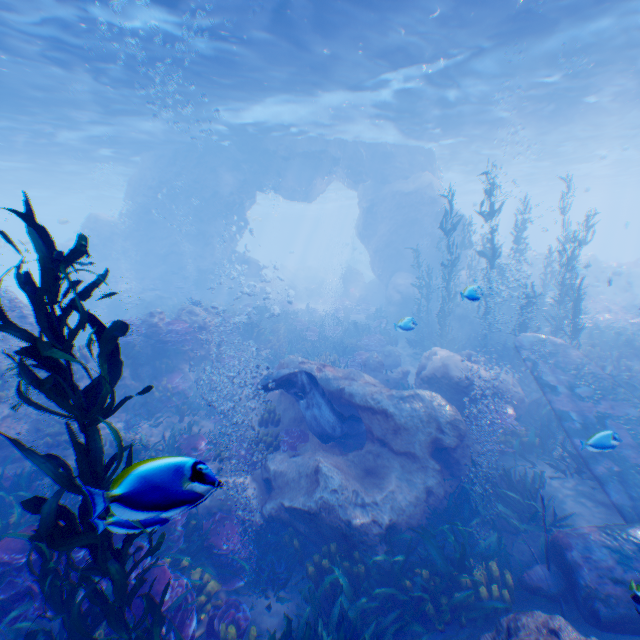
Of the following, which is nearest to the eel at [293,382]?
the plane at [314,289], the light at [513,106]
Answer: the light at [513,106]

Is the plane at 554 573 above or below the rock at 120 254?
below

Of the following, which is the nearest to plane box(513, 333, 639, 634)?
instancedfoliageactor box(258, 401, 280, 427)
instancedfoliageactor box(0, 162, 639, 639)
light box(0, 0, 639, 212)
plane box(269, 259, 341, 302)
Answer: instancedfoliageactor box(0, 162, 639, 639)

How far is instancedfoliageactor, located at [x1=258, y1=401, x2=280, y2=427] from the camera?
9.3m

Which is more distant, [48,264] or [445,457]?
[445,457]

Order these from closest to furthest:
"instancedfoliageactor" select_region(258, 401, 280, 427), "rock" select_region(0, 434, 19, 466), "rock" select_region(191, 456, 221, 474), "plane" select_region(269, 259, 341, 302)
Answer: "rock" select_region(191, 456, 221, 474)
"rock" select_region(0, 434, 19, 466)
"instancedfoliageactor" select_region(258, 401, 280, 427)
"plane" select_region(269, 259, 341, 302)

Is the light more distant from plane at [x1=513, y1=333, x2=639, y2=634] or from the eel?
the eel

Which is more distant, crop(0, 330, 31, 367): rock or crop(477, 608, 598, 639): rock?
crop(0, 330, 31, 367): rock
